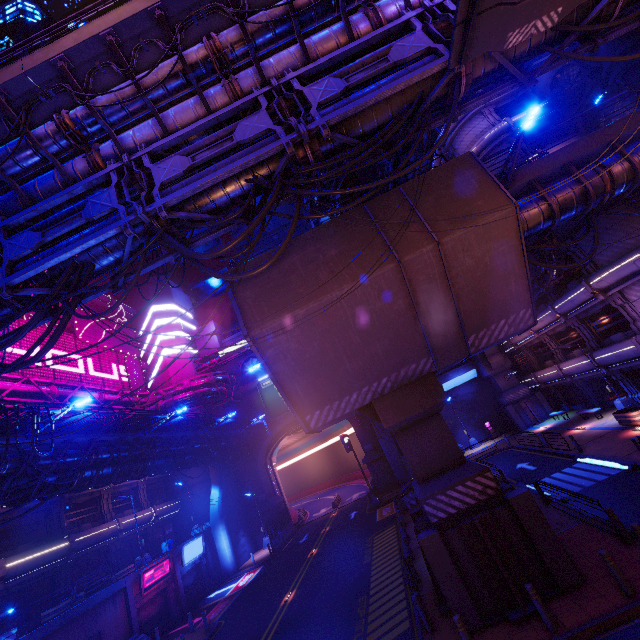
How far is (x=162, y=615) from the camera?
25.0m

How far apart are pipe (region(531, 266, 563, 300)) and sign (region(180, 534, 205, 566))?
35.5m

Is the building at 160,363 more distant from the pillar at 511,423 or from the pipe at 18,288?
the pillar at 511,423

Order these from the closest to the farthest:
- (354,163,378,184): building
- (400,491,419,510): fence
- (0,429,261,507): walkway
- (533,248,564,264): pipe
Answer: (0,429,261,507): walkway, (533,248,564,264): pipe, (400,491,419,510): fence, (354,163,378,184): building

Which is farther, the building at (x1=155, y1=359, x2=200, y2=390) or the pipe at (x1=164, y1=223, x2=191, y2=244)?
the building at (x1=155, y1=359, x2=200, y2=390)

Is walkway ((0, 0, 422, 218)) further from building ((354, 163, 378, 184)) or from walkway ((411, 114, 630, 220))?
walkway ((411, 114, 630, 220))

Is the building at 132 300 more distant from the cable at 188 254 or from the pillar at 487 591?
the pillar at 487 591

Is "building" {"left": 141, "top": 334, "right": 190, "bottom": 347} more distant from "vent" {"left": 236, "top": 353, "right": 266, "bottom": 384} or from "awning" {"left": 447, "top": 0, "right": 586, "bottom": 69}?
"awning" {"left": 447, "top": 0, "right": 586, "bottom": 69}
